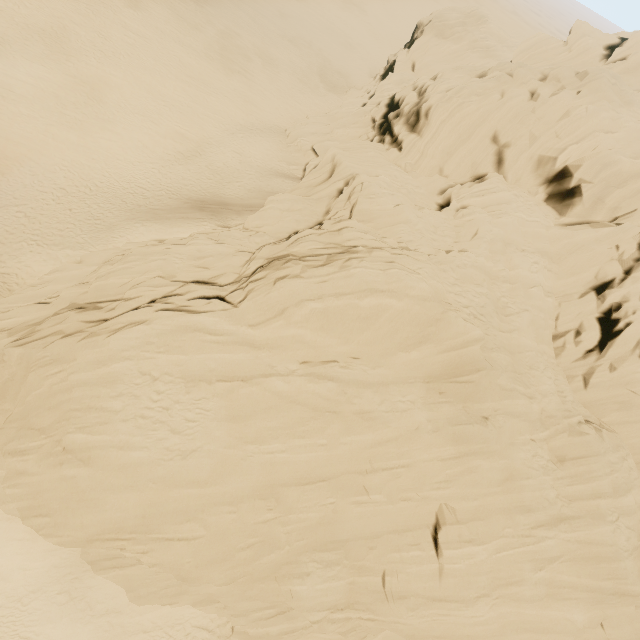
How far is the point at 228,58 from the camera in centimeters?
3878cm
